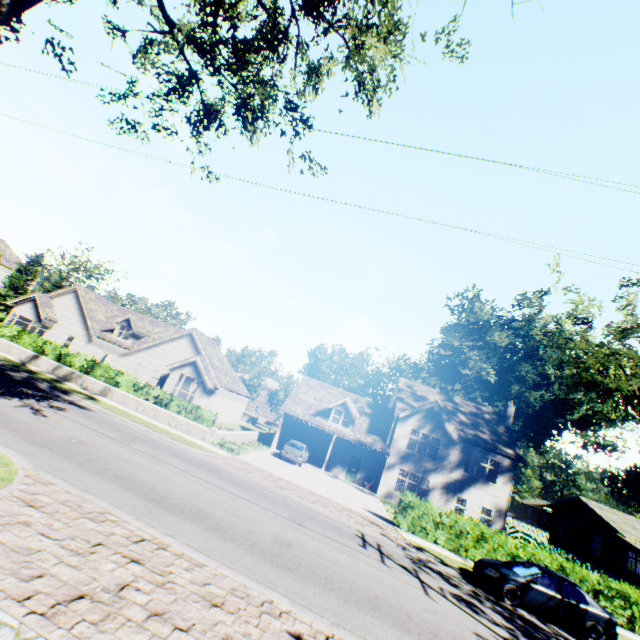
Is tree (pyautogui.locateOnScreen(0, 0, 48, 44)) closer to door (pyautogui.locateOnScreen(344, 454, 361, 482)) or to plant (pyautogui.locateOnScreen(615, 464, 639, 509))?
plant (pyautogui.locateOnScreen(615, 464, 639, 509))

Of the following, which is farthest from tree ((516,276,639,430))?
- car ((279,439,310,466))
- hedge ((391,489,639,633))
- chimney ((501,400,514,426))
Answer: car ((279,439,310,466))

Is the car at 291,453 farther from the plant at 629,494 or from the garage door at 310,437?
the plant at 629,494

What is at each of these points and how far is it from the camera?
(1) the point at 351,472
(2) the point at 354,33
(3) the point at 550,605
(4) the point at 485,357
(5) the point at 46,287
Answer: (1) door, 29.0 meters
(2) tree, 8.5 meters
(3) car, 12.4 meters
(4) plant, 54.4 meters
(5) tree, 58.1 meters

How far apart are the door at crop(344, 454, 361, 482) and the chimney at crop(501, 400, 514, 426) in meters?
12.0

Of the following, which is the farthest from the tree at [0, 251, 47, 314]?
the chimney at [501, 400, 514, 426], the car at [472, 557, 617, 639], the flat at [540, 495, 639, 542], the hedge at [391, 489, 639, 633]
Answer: the car at [472, 557, 617, 639]

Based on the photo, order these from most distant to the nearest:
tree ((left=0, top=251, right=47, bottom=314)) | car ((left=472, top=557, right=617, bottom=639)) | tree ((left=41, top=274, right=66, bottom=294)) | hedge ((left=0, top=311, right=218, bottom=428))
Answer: tree ((left=41, top=274, right=66, bottom=294)) < tree ((left=0, top=251, right=47, bottom=314)) < hedge ((left=0, top=311, right=218, bottom=428)) < car ((left=472, top=557, right=617, bottom=639))

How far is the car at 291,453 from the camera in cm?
2489
